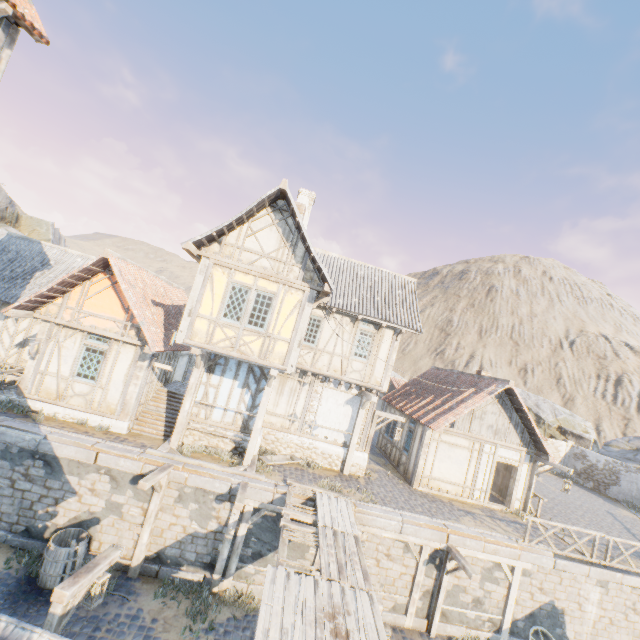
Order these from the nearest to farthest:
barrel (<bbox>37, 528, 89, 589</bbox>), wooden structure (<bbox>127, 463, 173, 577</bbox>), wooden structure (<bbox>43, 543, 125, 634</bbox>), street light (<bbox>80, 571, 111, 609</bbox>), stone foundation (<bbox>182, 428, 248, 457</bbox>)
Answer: wooden structure (<bbox>43, 543, 125, 634</bbox>)
street light (<bbox>80, 571, 111, 609</bbox>)
barrel (<bbox>37, 528, 89, 589</bbox>)
wooden structure (<bbox>127, 463, 173, 577</bbox>)
stone foundation (<bbox>182, 428, 248, 457</bbox>)

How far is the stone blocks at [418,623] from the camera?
11.0m

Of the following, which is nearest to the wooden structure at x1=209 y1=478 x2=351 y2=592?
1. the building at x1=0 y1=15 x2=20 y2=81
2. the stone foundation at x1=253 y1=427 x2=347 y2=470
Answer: the stone foundation at x1=253 y1=427 x2=347 y2=470

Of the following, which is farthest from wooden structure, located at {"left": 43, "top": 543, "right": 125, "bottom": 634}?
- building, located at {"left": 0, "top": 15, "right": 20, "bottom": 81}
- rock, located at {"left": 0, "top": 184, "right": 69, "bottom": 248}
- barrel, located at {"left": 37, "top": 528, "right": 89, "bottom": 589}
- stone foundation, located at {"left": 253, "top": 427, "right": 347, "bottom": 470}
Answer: rock, located at {"left": 0, "top": 184, "right": 69, "bottom": 248}

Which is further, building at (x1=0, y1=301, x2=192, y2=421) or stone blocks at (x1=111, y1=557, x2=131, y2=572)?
building at (x1=0, y1=301, x2=192, y2=421)

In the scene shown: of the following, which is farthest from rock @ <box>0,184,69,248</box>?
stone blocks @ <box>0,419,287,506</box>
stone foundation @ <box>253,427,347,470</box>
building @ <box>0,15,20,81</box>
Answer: stone foundation @ <box>253,427,347,470</box>

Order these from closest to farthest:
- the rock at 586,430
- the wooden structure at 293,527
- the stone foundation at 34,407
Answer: the wooden structure at 293,527, the stone foundation at 34,407, the rock at 586,430

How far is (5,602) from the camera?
8.1 meters
